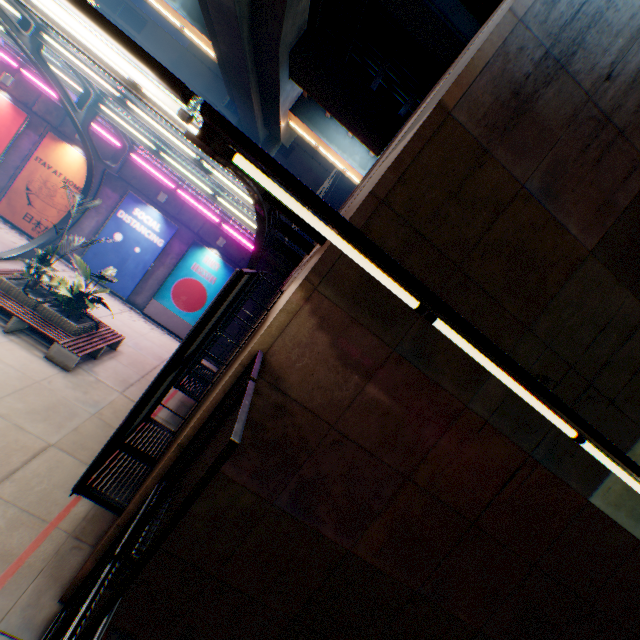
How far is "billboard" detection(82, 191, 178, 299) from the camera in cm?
1488

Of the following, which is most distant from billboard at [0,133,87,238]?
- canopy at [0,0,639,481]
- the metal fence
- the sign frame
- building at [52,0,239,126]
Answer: building at [52,0,239,126]

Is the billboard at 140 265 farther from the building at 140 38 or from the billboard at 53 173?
the building at 140 38

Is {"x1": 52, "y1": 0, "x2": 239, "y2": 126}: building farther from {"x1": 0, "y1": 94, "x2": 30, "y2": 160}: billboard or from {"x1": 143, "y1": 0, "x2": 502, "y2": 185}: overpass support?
{"x1": 0, "y1": 94, "x2": 30, "y2": 160}: billboard

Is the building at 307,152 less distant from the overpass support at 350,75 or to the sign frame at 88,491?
the overpass support at 350,75

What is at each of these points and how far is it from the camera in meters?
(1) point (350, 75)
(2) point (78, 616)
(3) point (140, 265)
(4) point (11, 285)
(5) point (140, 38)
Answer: (1) overpass support, 14.5 m
(2) metal fence, 2.8 m
(3) billboard, 15.3 m
(4) flower bed, 9.2 m
(5) building, 31.7 m

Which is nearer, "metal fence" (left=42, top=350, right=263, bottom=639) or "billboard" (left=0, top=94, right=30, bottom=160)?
"metal fence" (left=42, top=350, right=263, bottom=639)

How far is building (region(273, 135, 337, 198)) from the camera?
34.8 meters
